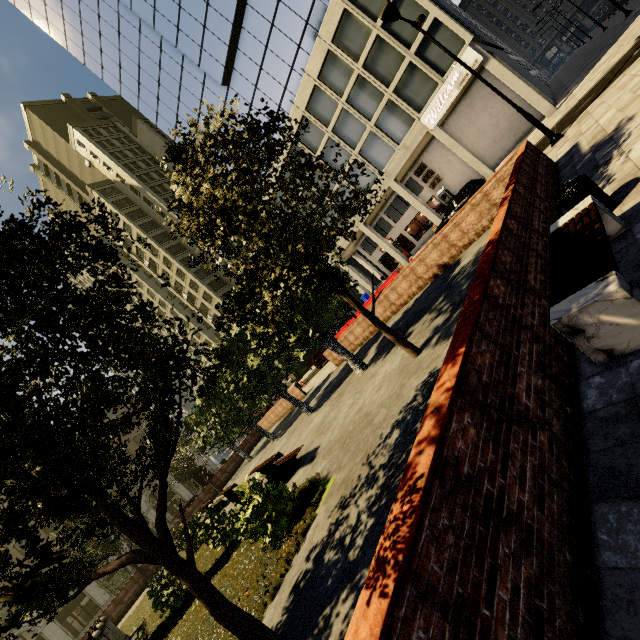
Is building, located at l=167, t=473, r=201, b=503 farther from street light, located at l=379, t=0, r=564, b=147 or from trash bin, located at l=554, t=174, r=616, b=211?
trash bin, located at l=554, t=174, r=616, b=211

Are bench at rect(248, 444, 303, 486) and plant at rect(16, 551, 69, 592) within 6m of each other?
yes

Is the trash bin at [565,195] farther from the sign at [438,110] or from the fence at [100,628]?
the sign at [438,110]

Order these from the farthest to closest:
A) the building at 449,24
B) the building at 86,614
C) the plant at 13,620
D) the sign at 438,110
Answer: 1. the building at 86,614
2. the sign at 438,110
3. the building at 449,24
4. the plant at 13,620

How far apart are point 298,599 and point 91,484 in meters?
3.2 m

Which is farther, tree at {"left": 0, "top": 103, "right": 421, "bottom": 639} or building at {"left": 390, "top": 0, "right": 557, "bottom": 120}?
building at {"left": 390, "top": 0, "right": 557, "bottom": 120}

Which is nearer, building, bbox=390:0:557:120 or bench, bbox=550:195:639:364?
bench, bbox=550:195:639:364

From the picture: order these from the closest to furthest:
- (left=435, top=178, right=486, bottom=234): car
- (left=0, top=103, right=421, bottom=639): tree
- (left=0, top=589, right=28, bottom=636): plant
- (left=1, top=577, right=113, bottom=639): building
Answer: (left=0, top=103, right=421, bottom=639): tree < (left=0, top=589, right=28, bottom=636): plant < (left=435, top=178, right=486, bottom=234): car < (left=1, top=577, right=113, bottom=639): building
